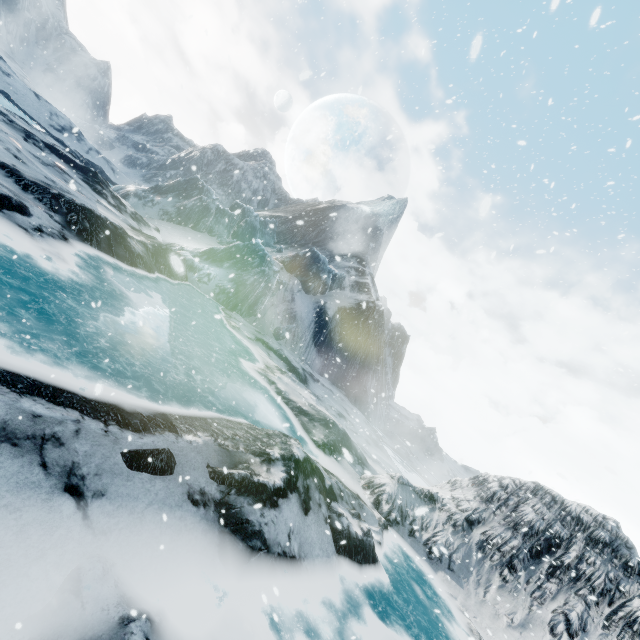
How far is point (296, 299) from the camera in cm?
3216
